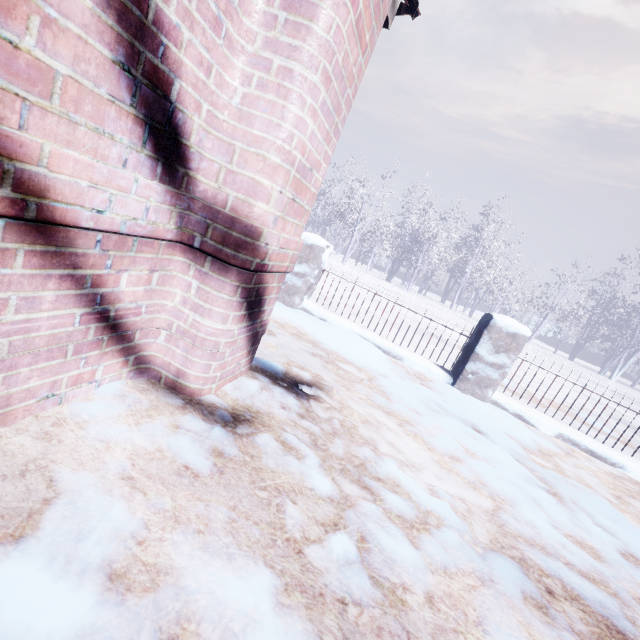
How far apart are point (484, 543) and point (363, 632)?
0.8 meters
